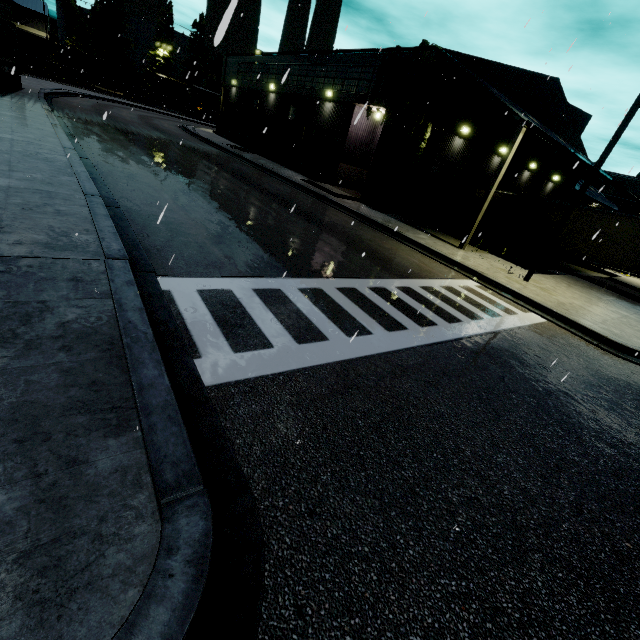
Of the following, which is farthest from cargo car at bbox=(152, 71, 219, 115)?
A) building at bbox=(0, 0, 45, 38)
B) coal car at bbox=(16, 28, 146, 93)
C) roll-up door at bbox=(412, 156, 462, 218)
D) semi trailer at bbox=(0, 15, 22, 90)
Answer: roll-up door at bbox=(412, 156, 462, 218)

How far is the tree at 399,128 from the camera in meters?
16.2

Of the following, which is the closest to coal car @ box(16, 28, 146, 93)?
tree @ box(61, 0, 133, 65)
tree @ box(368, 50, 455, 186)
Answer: tree @ box(368, 50, 455, 186)

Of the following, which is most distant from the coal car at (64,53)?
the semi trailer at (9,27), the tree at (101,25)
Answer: the tree at (101,25)

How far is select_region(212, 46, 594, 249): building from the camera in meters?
17.3

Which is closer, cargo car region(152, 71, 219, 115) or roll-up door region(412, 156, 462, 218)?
roll-up door region(412, 156, 462, 218)

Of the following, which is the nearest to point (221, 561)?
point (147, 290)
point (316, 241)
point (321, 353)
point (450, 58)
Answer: point (321, 353)

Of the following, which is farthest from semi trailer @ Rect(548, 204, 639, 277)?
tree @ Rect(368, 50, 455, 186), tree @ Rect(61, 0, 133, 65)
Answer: tree @ Rect(61, 0, 133, 65)
